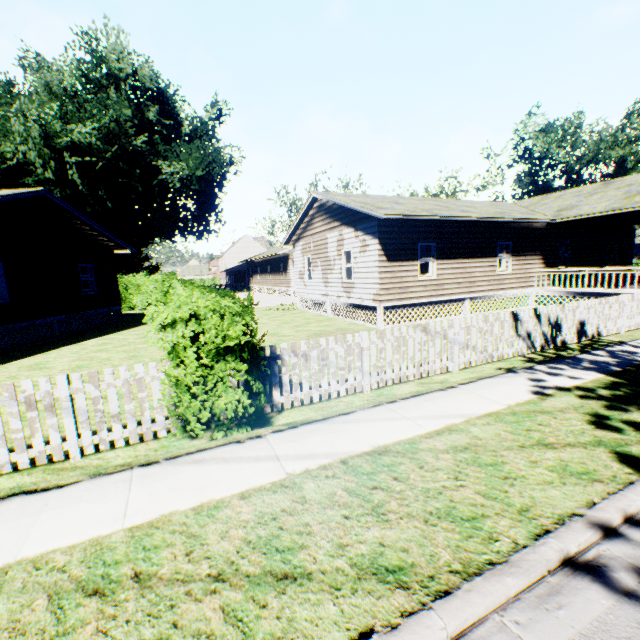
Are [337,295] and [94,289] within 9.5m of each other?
no

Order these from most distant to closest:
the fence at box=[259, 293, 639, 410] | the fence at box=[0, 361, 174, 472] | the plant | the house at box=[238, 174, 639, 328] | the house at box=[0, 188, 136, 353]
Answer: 1. the plant
2. the house at box=[238, 174, 639, 328]
3. the house at box=[0, 188, 136, 353]
4. the fence at box=[259, 293, 639, 410]
5. the fence at box=[0, 361, 174, 472]

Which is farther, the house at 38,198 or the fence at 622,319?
the house at 38,198

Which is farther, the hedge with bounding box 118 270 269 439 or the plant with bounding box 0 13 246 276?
the plant with bounding box 0 13 246 276

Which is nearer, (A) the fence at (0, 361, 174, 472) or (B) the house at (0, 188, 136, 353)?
(A) the fence at (0, 361, 174, 472)

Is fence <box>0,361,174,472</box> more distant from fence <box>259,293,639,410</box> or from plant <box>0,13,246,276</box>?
plant <box>0,13,246,276</box>

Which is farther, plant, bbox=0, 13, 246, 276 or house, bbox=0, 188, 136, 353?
plant, bbox=0, 13, 246, 276

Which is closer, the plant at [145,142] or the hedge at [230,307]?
the hedge at [230,307]
